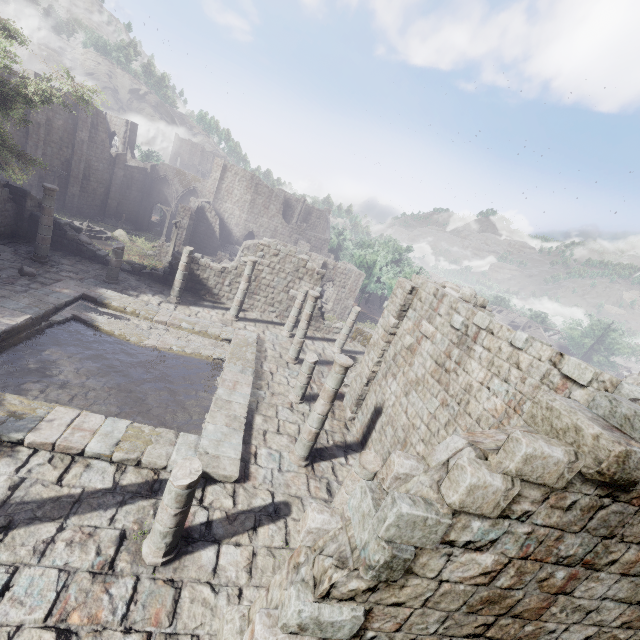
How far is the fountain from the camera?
30.17m

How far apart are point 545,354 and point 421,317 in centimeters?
496cm

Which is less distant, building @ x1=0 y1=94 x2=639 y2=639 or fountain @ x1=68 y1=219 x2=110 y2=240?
building @ x1=0 y1=94 x2=639 y2=639

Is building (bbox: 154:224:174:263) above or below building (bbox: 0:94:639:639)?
below

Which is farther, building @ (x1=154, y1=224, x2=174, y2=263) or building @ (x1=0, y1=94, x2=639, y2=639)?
building @ (x1=154, y1=224, x2=174, y2=263)

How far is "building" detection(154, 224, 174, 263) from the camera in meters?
30.5 m

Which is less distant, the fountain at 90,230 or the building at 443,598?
the building at 443,598

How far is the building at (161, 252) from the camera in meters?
30.5
